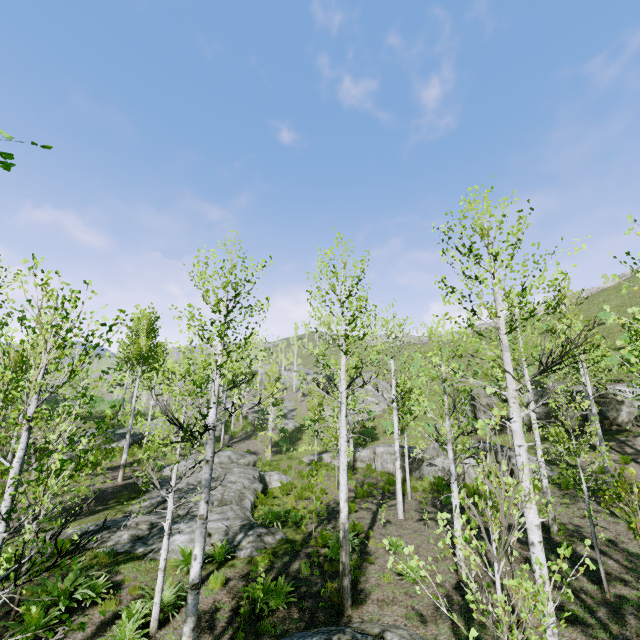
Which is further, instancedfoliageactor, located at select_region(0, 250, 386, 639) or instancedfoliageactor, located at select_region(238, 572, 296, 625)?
instancedfoliageactor, located at select_region(238, 572, 296, 625)

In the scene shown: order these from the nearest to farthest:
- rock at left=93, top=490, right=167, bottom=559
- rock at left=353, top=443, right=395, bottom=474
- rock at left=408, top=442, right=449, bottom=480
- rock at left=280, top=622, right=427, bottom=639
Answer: rock at left=280, top=622, right=427, bottom=639, rock at left=93, top=490, right=167, bottom=559, rock at left=408, top=442, right=449, bottom=480, rock at left=353, top=443, right=395, bottom=474

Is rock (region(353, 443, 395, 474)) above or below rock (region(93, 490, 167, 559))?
above

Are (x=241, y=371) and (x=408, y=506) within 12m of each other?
no

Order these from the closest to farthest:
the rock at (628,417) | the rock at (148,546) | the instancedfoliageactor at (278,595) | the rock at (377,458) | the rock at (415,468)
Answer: the instancedfoliageactor at (278,595) → the rock at (148,546) → the rock at (628,417) → the rock at (415,468) → the rock at (377,458)

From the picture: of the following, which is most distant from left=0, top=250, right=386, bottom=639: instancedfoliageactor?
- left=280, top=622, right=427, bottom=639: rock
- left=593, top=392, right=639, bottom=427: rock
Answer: left=593, top=392, right=639, bottom=427: rock

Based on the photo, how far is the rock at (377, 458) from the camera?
24.6m

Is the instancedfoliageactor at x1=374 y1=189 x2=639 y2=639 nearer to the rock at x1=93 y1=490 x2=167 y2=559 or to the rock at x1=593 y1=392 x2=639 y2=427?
the rock at x1=93 y1=490 x2=167 y2=559
